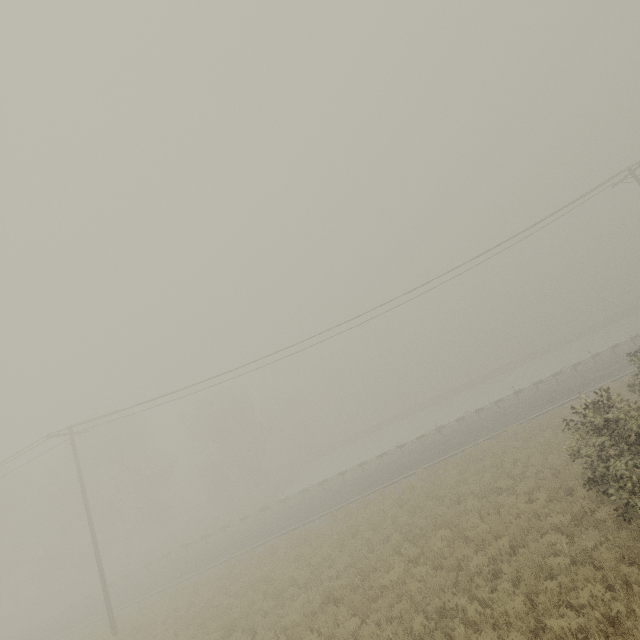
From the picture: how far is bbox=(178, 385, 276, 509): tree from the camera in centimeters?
4553cm

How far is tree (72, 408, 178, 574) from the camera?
38.8 meters

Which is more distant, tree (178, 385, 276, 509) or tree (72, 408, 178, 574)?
tree (178, 385, 276, 509)

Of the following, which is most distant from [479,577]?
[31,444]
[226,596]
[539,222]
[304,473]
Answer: [304,473]

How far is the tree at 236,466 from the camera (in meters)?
45.53

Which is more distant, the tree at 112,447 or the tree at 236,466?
the tree at 236,466
